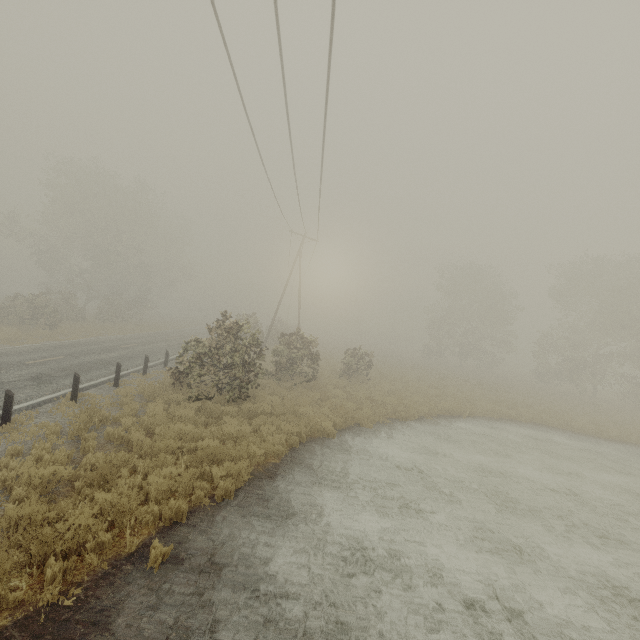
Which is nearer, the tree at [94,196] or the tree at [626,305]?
the tree at [626,305]

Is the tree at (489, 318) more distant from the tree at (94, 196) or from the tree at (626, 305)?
the tree at (94, 196)

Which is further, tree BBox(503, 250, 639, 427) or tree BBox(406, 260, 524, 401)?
tree BBox(406, 260, 524, 401)

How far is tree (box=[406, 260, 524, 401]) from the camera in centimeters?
3092cm

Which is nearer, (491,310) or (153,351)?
(153,351)

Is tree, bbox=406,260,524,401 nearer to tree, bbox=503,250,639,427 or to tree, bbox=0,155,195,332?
tree, bbox=503,250,639,427

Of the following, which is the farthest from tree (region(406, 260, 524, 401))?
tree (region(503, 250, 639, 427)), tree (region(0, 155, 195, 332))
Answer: tree (region(0, 155, 195, 332))
